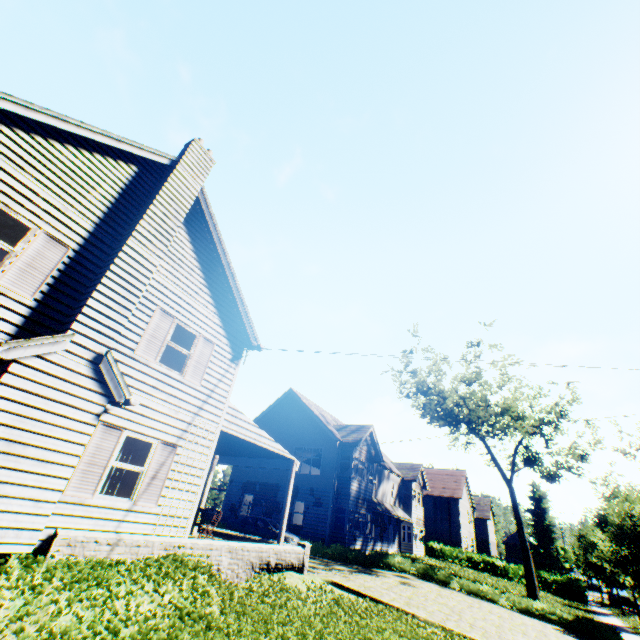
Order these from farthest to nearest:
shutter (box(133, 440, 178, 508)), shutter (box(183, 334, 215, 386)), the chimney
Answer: shutter (box(183, 334, 215, 386)) < shutter (box(133, 440, 178, 508)) < the chimney

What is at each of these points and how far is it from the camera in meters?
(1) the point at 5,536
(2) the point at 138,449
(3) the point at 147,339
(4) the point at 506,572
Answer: (1) chimney, 5.8
(2) curtain, 8.9
(3) shutter, 9.3
(4) hedge, 34.1

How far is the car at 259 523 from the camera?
19.16m

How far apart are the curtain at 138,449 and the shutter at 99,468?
0.2 meters

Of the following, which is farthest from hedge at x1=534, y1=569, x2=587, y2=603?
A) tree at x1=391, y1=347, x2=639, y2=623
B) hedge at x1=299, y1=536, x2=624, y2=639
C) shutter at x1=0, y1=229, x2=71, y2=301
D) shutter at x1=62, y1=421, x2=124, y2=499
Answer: shutter at x1=0, y1=229, x2=71, y2=301

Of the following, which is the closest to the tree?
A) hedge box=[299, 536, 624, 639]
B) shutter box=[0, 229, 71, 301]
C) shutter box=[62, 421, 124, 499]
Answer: hedge box=[299, 536, 624, 639]

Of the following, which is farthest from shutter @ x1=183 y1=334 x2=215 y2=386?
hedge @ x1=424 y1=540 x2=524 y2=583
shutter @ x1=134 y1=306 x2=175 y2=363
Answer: hedge @ x1=424 y1=540 x2=524 y2=583

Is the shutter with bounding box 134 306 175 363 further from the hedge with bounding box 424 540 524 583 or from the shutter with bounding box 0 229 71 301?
the hedge with bounding box 424 540 524 583
